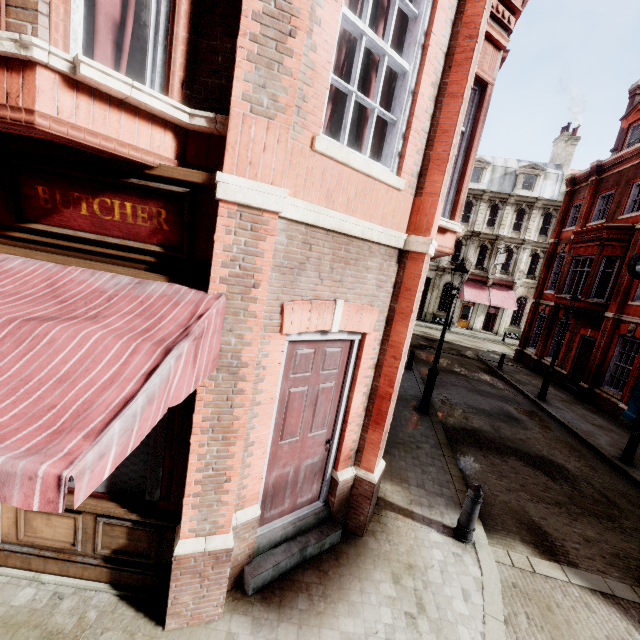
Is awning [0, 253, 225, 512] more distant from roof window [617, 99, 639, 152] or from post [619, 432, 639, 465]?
roof window [617, 99, 639, 152]

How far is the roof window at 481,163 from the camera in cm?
3225

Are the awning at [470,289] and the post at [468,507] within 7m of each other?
no

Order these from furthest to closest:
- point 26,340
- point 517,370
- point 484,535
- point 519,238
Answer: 1. point 519,238
2. point 517,370
3. point 484,535
4. point 26,340

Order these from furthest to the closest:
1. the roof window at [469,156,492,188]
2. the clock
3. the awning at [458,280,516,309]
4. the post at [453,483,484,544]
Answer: the roof window at [469,156,492,188]
the awning at [458,280,516,309]
the clock
the post at [453,483,484,544]

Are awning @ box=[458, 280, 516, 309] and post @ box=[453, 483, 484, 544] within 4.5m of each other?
no

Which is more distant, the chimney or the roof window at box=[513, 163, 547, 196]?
the roof window at box=[513, 163, 547, 196]

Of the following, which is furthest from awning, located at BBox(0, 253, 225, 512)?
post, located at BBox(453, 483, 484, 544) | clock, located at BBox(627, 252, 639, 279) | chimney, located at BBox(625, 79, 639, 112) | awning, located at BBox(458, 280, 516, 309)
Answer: awning, located at BBox(458, 280, 516, 309)
